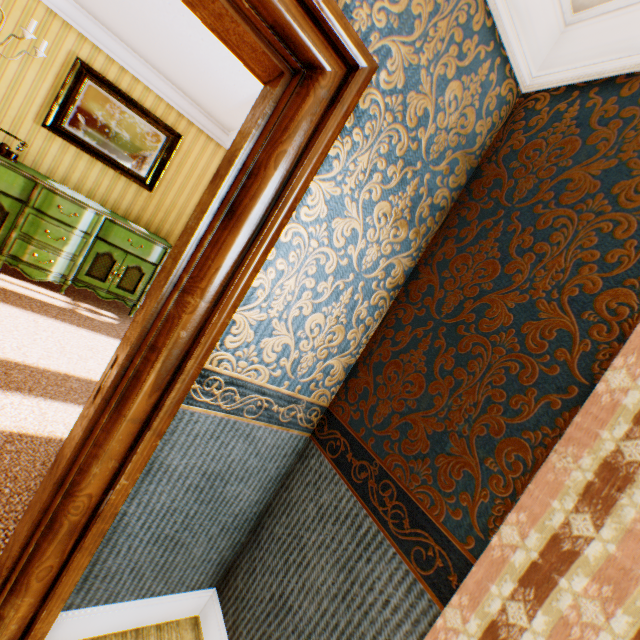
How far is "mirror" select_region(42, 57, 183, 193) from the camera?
4.2 meters

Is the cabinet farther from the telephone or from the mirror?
the mirror

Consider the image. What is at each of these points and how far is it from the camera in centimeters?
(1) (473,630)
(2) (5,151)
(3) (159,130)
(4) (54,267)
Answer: (1) building, 81cm
(2) telephone, 369cm
(3) mirror, 474cm
(4) cabinet, 401cm

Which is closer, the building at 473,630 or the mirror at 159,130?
the building at 473,630

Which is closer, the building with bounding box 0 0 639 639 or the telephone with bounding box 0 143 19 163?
the building with bounding box 0 0 639 639

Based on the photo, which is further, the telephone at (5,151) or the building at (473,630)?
the telephone at (5,151)

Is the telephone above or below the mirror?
below

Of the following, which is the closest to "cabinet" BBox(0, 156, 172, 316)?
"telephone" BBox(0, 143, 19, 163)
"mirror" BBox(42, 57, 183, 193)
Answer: "telephone" BBox(0, 143, 19, 163)
